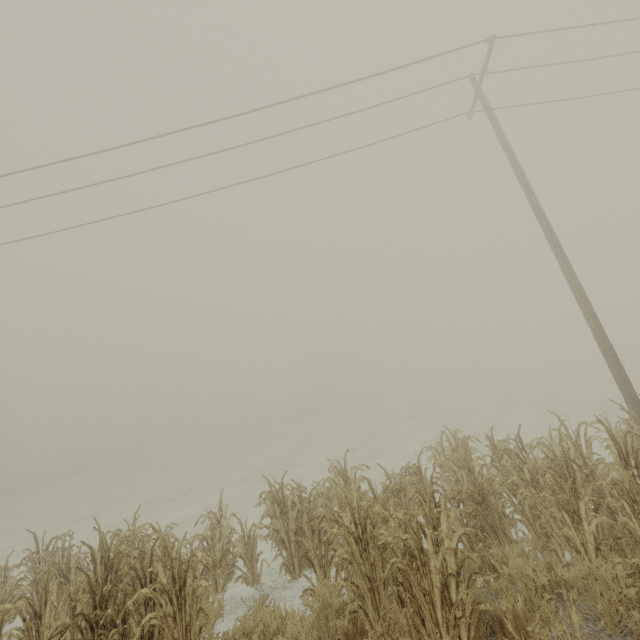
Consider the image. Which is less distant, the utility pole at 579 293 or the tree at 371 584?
the tree at 371 584

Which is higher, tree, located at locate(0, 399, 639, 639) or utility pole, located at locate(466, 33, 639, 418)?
utility pole, located at locate(466, 33, 639, 418)

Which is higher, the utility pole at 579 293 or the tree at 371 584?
the utility pole at 579 293

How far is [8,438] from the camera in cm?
5822

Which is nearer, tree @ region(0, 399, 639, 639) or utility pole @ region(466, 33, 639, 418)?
tree @ region(0, 399, 639, 639)
